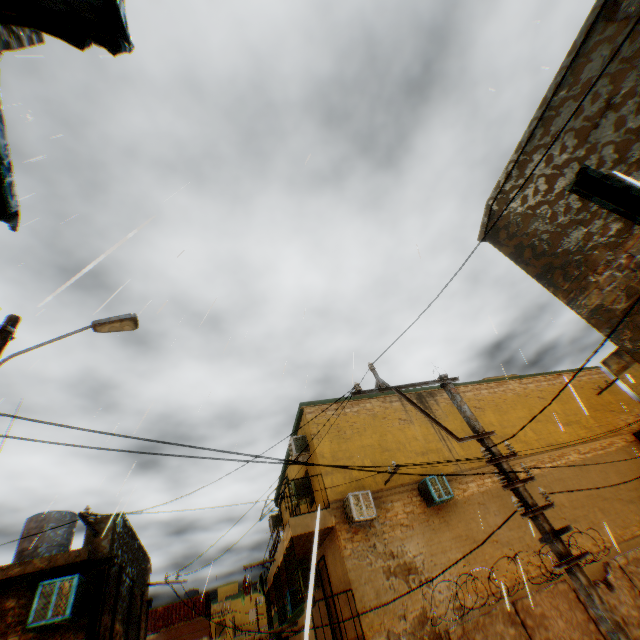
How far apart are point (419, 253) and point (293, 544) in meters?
9.7 m

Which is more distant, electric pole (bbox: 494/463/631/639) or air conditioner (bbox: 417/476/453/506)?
air conditioner (bbox: 417/476/453/506)

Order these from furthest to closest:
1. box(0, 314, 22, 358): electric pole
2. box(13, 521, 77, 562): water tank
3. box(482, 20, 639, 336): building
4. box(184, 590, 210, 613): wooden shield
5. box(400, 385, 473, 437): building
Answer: box(184, 590, 210, 613): wooden shield
box(400, 385, 473, 437): building
box(13, 521, 77, 562): water tank
box(0, 314, 22, 358): electric pole
box(482, 20, 639, 336): building

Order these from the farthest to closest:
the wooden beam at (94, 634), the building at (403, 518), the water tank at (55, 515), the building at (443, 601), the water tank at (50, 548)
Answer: the water tank at (55, 515) → the water tank at (50, 548) → the building at (403, 518) → the building at (443, 601) → the wooden beam at (94, 634)

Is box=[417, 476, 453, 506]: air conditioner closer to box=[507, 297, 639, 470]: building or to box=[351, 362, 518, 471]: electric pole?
box=[507, 297, 639, 470]: building

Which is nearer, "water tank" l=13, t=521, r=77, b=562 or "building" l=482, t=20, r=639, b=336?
"building" l=482, t=20, r=639, b=336

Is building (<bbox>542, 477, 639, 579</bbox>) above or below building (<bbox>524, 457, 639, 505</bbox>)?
below

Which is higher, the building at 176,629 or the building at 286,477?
the building at 286,477
